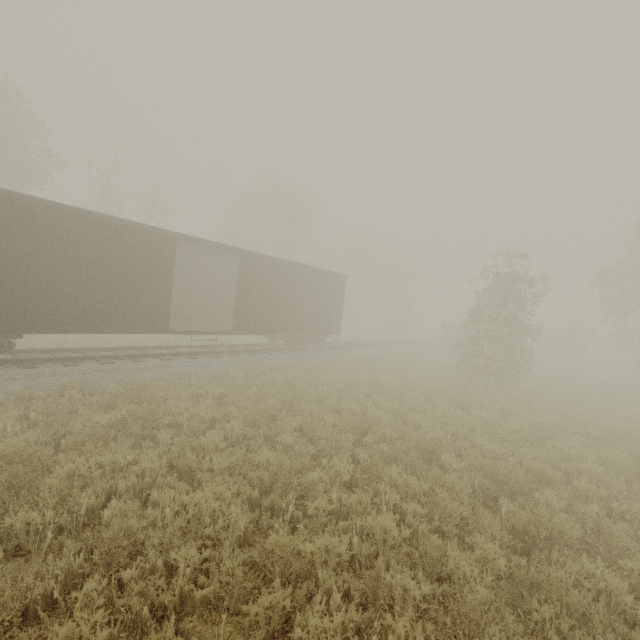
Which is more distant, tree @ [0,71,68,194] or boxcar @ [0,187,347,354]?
tree @ [0,71,68,194]

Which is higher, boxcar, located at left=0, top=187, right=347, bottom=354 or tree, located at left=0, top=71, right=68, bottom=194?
tree, located at left=0, top=71, right=68, bottom=194

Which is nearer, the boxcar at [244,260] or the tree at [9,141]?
the boxcar at [244,260]

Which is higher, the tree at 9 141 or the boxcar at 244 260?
the tree at 9 141

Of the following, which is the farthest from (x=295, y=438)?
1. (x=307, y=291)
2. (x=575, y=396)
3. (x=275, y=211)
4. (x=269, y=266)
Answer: (x=275, y=211)
